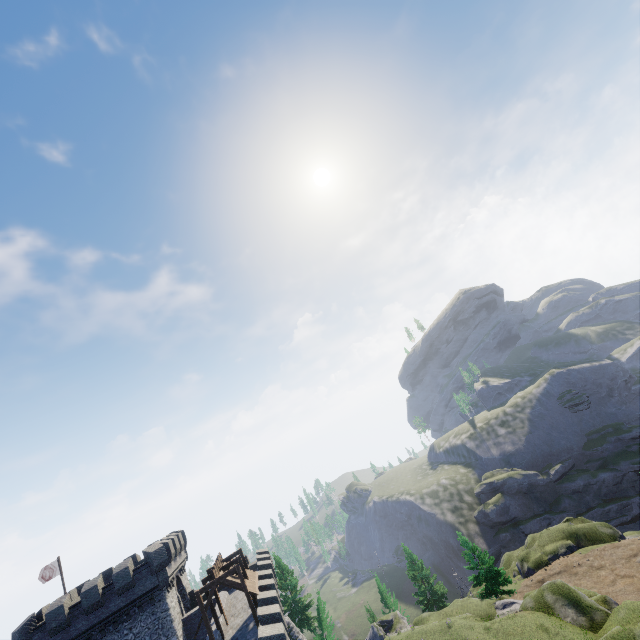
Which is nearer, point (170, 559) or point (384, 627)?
point (170, 559)

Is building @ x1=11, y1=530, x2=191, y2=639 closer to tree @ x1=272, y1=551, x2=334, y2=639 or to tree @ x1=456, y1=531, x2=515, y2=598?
tree @ x1=272, y1=551, x2=334, y2=639

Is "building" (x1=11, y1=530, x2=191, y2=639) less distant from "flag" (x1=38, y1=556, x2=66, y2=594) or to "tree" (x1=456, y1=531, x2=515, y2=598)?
Answer: "flag" (x1=38, y1=556, x2=66, y2=594)

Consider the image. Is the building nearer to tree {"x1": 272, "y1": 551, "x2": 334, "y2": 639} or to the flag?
the flag

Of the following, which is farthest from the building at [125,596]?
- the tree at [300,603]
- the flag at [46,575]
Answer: the tree at [300,603]

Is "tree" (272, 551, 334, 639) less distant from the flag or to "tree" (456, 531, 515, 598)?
"tree" (456, 531, 515, 598)

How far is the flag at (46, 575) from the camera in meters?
32.2

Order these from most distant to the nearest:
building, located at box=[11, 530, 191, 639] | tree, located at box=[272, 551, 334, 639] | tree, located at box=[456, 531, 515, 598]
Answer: tree, located at box=[456, 531, 515, 598], tree, located at box=[272, 551, 334, 639], building, located at box=[11, 530, 191, 639]
